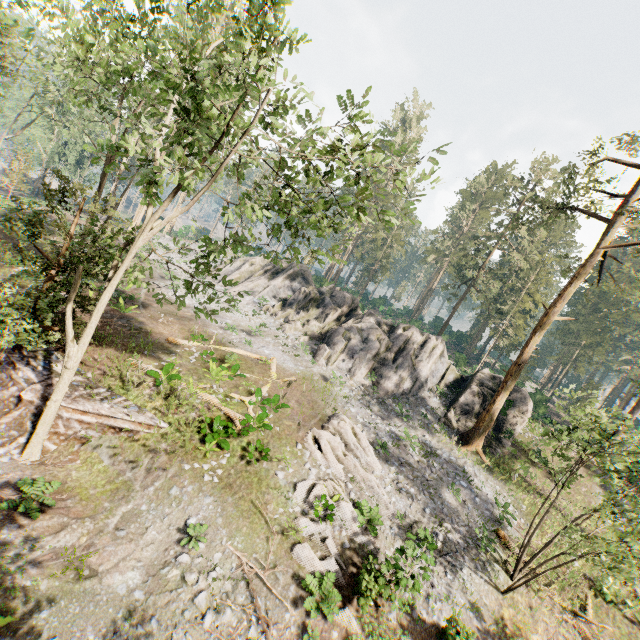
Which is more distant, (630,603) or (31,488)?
(630,603)

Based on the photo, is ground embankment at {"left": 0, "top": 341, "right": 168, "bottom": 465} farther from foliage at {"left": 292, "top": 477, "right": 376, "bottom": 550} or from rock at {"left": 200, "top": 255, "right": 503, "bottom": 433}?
rock at {"left": 200, "top": 255, "right": 503, "bottom": 433}

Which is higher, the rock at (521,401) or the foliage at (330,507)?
the rock at (521,401)

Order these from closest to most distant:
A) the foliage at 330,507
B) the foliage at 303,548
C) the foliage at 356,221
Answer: the foliage at 356,221, the foliage at 303,548, the foliage at 330,507

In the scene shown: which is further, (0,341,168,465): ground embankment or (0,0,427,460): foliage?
(0,341,168,465): ground embankment

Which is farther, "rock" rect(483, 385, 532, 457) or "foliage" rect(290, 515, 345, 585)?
"rock" rect(483, 385, 532, 457)

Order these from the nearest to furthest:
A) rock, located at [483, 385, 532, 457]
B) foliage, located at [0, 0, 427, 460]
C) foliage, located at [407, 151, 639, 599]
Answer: foliage, located at [0, 0, 427, 460], foliage, located at [407, 151, 639, 599], rock, located at [483, 385, 532, 457]

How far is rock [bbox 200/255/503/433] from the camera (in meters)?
25.72
